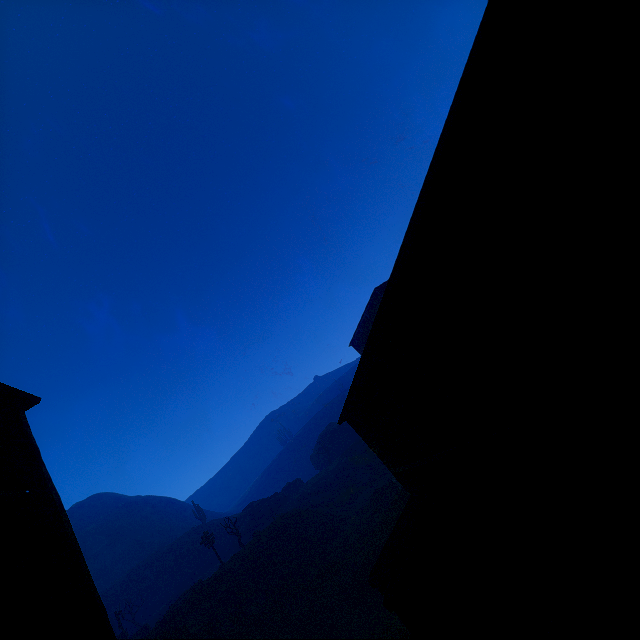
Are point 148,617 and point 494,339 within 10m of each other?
no

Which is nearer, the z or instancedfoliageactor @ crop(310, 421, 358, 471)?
the z

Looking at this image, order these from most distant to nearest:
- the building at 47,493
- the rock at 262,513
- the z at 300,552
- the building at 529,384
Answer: the rock at 262,513, the z at 300,552, the building at 47,493, the building at 529,384

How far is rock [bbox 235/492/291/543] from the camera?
41.3 meters

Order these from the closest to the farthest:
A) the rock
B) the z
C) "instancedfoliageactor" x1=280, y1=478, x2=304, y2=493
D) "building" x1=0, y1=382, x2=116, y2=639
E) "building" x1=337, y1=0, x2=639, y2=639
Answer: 1. "building" x1=337, y1=0, x2=639, y2=639
2. "building" x1=0, y1=382, x2=116, y2=639
3. the z
4. the rock
5. "instancedfoliageactor" x1=280, y1=478, x2=304, y2=493

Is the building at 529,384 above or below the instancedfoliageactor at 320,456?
below

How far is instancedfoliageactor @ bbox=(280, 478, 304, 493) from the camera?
Result: 50.9m

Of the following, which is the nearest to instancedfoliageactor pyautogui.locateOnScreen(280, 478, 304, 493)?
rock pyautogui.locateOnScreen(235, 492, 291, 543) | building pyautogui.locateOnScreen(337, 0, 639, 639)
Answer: rock pyautogui.locateOnScreen(235, 492, 291, 543)
